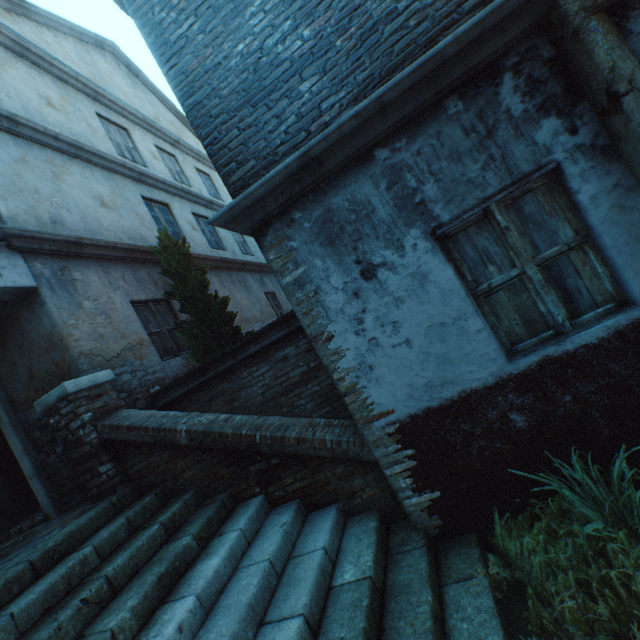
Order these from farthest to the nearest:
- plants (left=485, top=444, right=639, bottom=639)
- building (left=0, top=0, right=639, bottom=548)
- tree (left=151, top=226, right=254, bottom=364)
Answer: tree (left=151, top=226, right=254, bottom=364), building (left=0, top=0, right=639, bottom=548), plants (left=485, top=444, right=639, bottom=639)

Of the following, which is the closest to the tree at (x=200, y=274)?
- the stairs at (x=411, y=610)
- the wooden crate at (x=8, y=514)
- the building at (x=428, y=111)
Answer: the stairs at (x=411, y=610)

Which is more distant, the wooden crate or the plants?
the wooden crate

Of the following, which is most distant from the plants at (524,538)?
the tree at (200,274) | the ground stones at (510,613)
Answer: the tree at (200,274)

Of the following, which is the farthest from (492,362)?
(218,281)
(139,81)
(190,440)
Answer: (139,81)

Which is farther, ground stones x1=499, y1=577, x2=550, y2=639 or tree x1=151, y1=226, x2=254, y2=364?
tree x1=151, y1=226, x2=254, y2=364

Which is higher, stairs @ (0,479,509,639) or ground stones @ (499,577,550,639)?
stairs @ (0,479,509,639)

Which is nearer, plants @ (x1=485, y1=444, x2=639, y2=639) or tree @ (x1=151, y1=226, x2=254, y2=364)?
plants @ (x1=485, y1=444, x2=639, y2=639)
